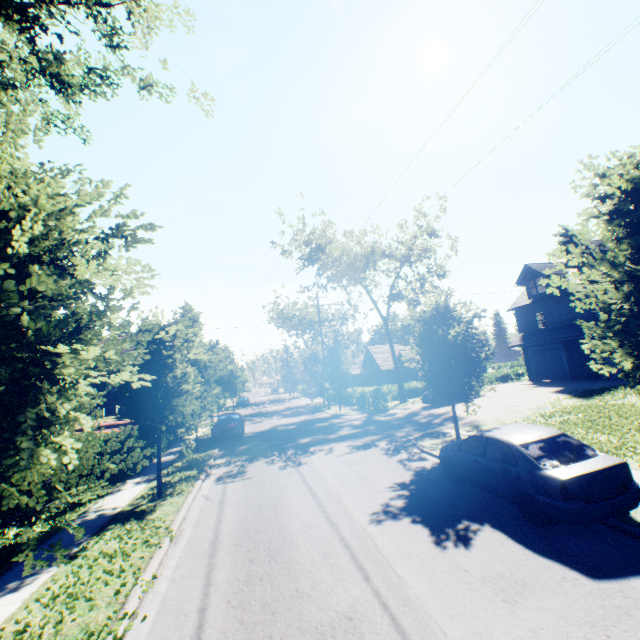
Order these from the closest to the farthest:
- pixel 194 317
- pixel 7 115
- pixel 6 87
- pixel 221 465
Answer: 1. pixel 6 87
2. pixel 7 115
3. pixel 221 465
4. pixel 194 317

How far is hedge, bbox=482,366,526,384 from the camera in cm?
3878

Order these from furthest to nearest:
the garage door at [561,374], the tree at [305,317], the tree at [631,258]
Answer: the tree at [305,317] → the garage door at [561,374] → the tree at [631,258]

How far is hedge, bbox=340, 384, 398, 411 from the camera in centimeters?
2705cm

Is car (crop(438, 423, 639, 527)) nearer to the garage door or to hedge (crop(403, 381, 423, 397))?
the garage door

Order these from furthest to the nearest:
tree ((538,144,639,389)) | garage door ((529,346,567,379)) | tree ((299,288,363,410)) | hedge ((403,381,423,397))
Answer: hedge ((403,381,423,397))
tree ((299,288,363,410))
garage door ((529,346,567,379))
tree ((538,144,639,389))

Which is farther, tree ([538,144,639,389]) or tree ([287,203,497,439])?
tree ([287,203,497,439])

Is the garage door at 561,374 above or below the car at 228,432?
above
